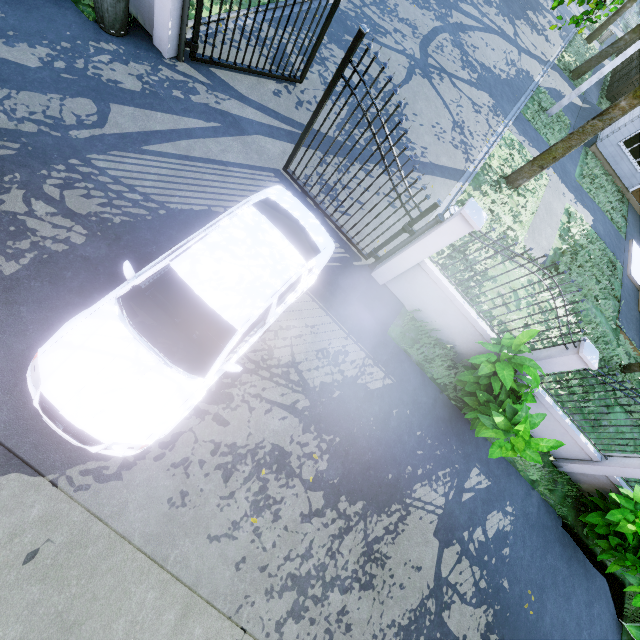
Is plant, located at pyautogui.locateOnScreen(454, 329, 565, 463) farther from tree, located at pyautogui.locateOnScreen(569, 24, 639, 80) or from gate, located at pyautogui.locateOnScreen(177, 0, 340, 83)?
gate, located at pyautogui.locateOnScreen(177, 0, 340, 83)

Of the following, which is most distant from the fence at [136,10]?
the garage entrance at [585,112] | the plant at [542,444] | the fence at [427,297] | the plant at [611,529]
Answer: the garage entrance at [585,112]

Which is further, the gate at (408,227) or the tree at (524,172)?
the tree at (524,172)

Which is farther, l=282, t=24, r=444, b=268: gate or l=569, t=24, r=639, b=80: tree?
l=569, t=24, r=639, b=80: tree

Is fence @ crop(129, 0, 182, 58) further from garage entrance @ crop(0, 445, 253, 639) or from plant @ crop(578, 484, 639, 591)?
plant @ crop(578, 484, 639, 591)

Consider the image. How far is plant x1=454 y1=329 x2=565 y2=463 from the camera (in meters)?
5.49

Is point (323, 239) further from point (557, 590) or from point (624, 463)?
point (557, 590)

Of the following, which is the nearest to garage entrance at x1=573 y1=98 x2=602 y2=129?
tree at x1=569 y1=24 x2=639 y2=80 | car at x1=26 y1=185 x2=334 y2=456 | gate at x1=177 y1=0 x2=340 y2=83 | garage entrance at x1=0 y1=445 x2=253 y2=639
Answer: tree at x1=569 y1=24 x2=639 y2=80
